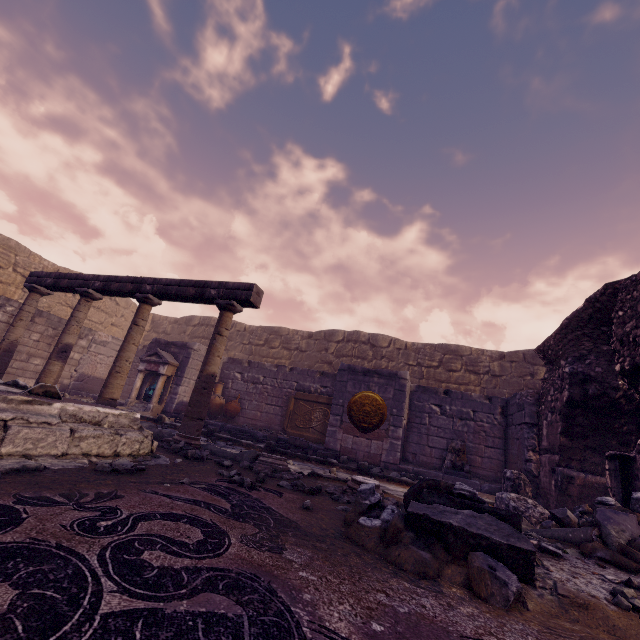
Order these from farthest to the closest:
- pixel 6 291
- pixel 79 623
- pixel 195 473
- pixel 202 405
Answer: pixel 6 291
pixel 202 405
pixel 195 473
pixel 79 623

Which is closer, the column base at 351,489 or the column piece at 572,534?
the column piece at 572,534

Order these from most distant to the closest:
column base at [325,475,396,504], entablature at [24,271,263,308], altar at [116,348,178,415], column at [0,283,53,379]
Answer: altar at [116,348,178,415] < column at [0,283,53,379] < entablature at [24,271,263,308] < column base at [325,475,396,504]

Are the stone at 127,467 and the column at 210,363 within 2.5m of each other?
yes

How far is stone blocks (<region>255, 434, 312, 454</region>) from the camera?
7.7m

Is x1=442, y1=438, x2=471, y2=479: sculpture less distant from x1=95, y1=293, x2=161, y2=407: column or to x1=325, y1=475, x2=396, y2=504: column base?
x1=325, y1=475, x2=396, y2=504: column base

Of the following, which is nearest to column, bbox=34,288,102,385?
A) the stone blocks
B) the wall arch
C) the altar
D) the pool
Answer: the pool

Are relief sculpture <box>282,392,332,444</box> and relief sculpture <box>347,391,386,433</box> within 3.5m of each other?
→ yes
